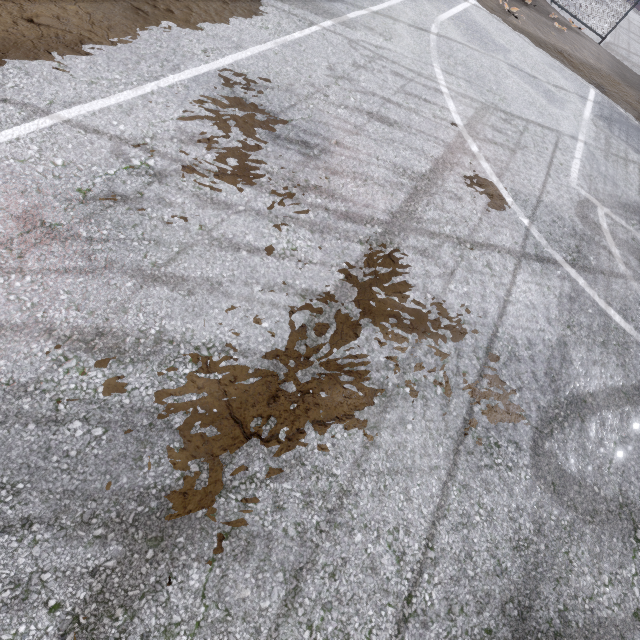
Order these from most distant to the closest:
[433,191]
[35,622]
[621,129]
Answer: [621,129]
[433,191]
[35,622]
